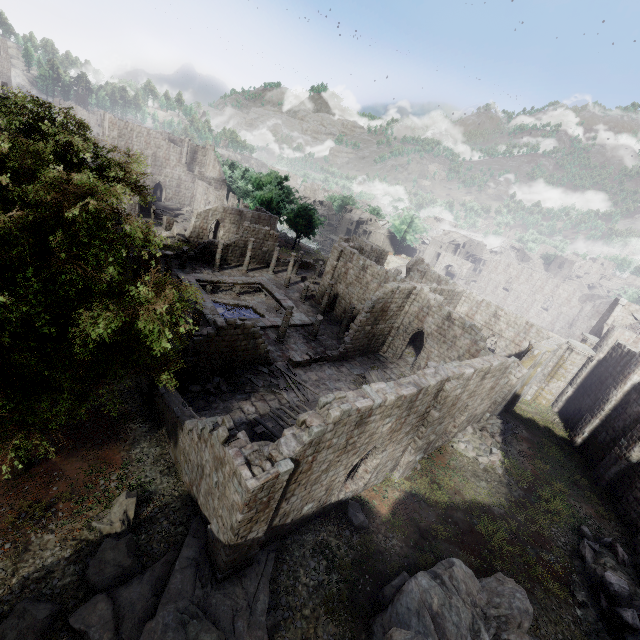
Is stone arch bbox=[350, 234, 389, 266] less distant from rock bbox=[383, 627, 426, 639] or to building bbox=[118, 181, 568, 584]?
building bbox=[118, 181, 568, 584]

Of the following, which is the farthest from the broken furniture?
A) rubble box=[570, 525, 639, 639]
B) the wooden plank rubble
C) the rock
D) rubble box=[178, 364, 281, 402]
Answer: the rock

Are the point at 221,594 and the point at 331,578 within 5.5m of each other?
yes

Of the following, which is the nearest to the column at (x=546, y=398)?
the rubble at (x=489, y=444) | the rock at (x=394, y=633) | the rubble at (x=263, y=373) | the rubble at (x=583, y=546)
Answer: the rubble at (x=489, y=444)

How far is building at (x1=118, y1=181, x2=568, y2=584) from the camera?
10.0m

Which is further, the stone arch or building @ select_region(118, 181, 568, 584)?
the stone arch

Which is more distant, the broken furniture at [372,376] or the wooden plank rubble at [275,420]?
the broken furniture at [372,376]

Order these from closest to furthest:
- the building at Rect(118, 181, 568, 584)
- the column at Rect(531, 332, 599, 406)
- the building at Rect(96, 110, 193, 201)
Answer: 1. the building at Rect(118, 181, 568, 584)
2. the column at Rect(531, 332, 599, 406)
3. the building at Rect(96, 110, 193, 201)
